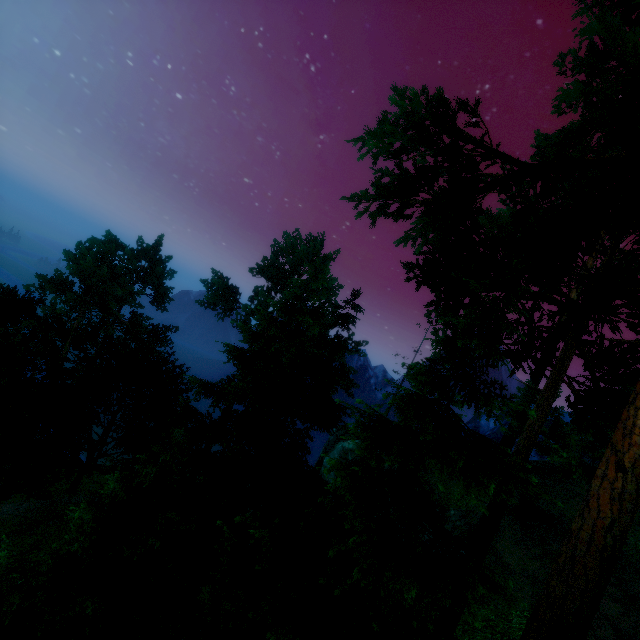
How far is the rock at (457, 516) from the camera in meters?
20.1

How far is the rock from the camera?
20.1 meters

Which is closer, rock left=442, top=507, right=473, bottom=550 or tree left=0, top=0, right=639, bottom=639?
tree left=0, top=0, right=639, bottom=639

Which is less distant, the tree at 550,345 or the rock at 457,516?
the tree at 550,345

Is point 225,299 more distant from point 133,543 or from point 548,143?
point 548,143
